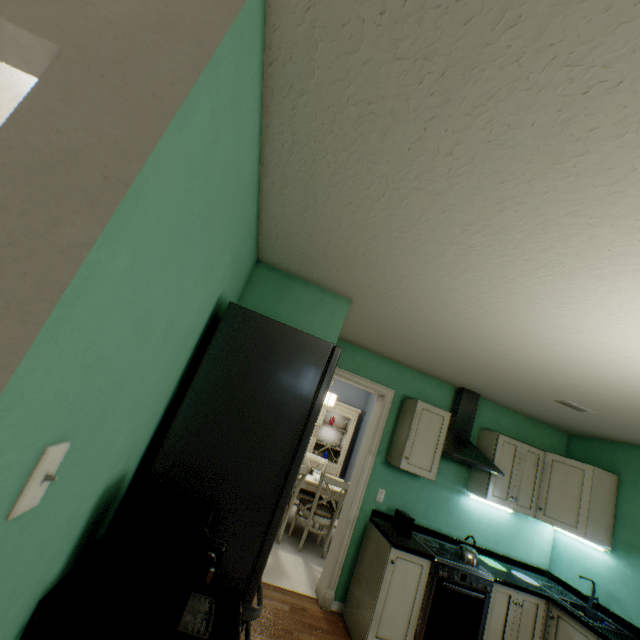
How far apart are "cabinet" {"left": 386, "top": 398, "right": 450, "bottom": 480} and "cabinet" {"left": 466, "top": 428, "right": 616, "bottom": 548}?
0.6 meters

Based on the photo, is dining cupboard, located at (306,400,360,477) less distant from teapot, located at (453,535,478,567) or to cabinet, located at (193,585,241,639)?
teapot, located at (453,535,478,567)

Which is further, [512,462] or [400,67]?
[512,462]

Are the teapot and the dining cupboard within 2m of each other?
no

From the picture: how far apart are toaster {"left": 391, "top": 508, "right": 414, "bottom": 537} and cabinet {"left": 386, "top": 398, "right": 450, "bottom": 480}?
0.4 meters

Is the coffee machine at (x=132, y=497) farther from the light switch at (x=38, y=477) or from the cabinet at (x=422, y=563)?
the cabinet at (x=422, y=563)

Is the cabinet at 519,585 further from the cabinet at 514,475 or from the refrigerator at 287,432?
the refrigerator at 287,432

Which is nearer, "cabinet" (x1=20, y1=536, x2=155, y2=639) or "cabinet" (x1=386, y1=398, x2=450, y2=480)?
"cabinet" (x1=20, y1=536, x2=155, y2=639)
